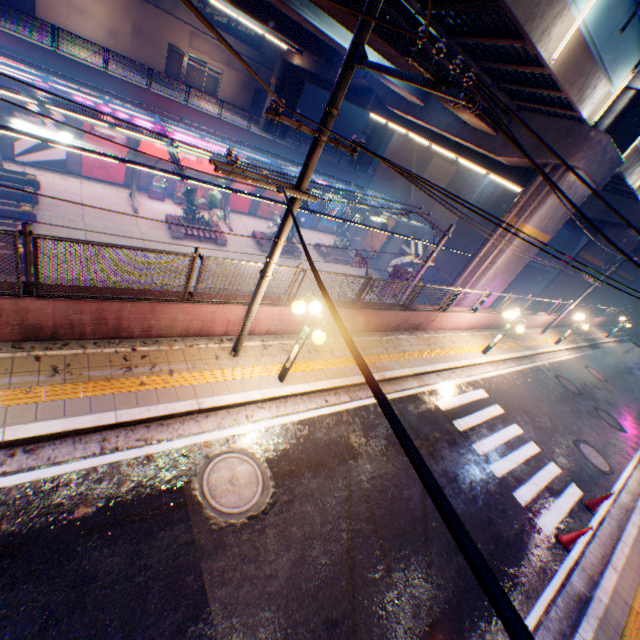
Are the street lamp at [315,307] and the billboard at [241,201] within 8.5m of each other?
no

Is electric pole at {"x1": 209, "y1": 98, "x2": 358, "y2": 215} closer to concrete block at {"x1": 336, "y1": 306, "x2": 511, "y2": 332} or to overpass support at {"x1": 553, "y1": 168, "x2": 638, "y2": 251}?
concrete block at {"x1": 336, "y1": 306, "x2": 511, "y2": 332}

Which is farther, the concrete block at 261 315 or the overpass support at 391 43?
the overpass support at 391 43

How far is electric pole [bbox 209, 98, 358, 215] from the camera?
4.7m

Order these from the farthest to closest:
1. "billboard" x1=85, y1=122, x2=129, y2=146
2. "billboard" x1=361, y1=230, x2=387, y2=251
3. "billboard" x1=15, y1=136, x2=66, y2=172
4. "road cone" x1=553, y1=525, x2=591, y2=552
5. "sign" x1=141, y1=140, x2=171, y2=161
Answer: "billboard" x1=361, y1=230, x2=387, y2=251
"sign" x1=141, y1=140, x2=171, y2=161
"billboard" x1=85, y1=122, x2=129, y2=146
"billboard" x1=15, y1=136, x2=66, y2=172
"road cone" x1=553, y1=525, x2=591, y2=552

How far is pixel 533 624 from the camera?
6.0 meters

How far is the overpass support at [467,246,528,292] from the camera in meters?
16.4 m

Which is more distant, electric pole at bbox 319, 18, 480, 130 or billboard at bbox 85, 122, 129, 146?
billboard at bbox 85, 122, 129, 146
